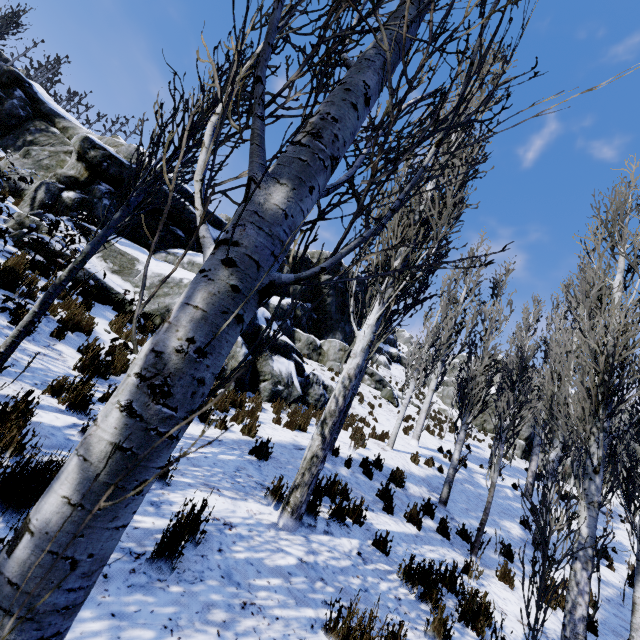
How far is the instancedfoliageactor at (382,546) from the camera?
4.6m

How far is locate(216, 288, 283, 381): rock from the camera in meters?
9.4

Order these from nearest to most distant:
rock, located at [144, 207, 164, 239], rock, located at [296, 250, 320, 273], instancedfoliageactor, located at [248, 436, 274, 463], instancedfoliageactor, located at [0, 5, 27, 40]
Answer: instancedfoliageactor, located at [248, 436, 274, 463] < rock, located at [144, 207, 164, 239] < instancedfoliageactor, located at [0, 5, 27, 40] < rock, located at [296, 250, 320, 273]

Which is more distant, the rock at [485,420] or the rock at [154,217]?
the rock at [485,420]

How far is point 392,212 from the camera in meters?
1.2 m

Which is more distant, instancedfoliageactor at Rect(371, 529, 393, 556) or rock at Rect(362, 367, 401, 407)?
rock at Rect(362, 367, 401, 407)
